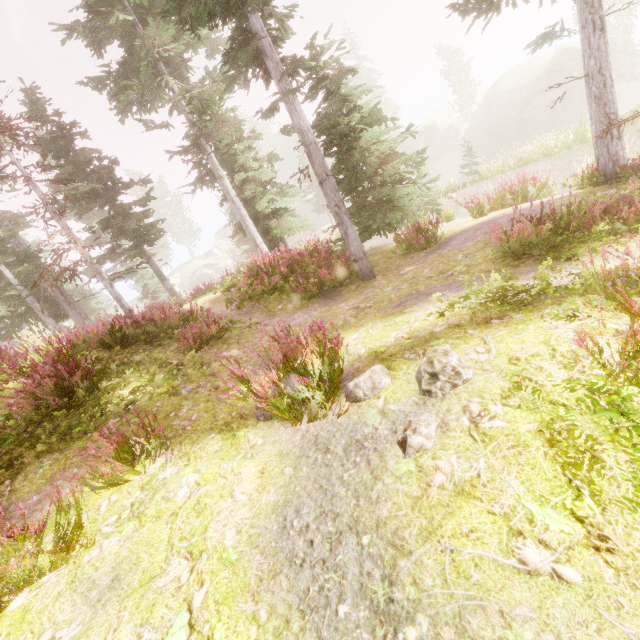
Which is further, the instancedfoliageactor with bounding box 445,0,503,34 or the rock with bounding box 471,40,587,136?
the rock with bounding box 471,40,587,136

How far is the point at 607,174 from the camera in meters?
7.7

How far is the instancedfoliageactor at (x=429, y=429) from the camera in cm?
257

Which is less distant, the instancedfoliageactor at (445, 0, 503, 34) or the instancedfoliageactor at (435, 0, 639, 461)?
the instancedfoliageactor at (435, 0, 639, 461)

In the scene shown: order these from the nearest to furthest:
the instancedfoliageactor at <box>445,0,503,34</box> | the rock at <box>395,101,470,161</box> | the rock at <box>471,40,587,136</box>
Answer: the instancedfoliageactor at <box>445,0,503,34</box>, the rock at <box>471,40,587,136</box>, the rock at <box>395,101,470,161</box>

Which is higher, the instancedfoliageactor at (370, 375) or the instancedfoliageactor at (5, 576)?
the instancedfoliageactor at (5, 576)

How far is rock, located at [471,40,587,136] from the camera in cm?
3500
